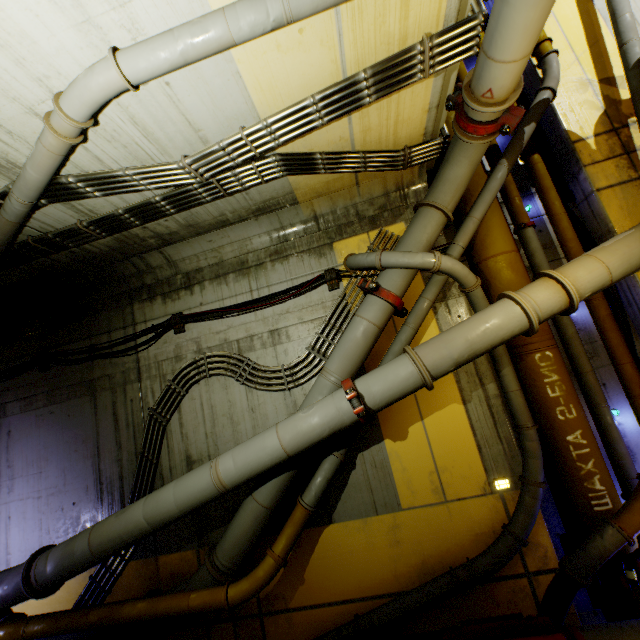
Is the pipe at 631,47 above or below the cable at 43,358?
above

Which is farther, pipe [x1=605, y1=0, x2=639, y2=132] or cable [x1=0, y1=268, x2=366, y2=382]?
cable [x1=0, y1=268, x2=366, y2=382]

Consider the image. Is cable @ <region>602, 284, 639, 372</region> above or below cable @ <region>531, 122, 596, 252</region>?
below

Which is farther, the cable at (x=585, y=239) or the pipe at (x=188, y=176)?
the cable at (x=585, y=239)

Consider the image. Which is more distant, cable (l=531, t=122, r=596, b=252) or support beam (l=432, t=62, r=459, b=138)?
cable (l=531, t=122, r=596, b=252)

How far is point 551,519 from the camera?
4.8 meters

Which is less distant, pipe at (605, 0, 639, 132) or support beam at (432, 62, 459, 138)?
support beam at (432, 62, 459, 138)

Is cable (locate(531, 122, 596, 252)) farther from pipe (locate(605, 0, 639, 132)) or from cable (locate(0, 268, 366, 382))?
cable (locate(0, 268, 366, 382))
